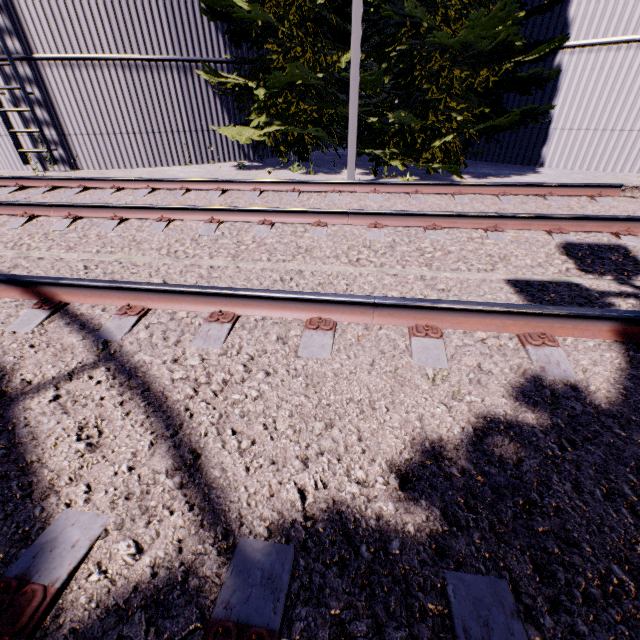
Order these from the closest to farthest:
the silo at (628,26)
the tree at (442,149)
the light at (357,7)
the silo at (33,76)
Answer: the light at (357,7) < the tree at (442,149) < the silo at (628,26) < the silo at (33,76)

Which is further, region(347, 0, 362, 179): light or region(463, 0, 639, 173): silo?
region(463, 0, 639, 173): silo

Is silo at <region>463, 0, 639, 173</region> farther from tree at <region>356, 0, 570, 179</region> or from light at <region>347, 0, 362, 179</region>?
light at <region>347, 0, 362, 179</region>

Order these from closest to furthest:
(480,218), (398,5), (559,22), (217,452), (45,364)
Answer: (217,452) → (45,364) → (480,218) → (398,5) → (559,22)

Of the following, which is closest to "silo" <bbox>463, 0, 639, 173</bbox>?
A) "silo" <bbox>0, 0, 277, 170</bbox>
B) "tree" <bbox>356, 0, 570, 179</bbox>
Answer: "tree" <bbox>356, 0, 570, 179</bbox>

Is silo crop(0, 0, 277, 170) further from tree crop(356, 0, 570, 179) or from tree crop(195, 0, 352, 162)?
tree crop(356, 0, 570, 179)

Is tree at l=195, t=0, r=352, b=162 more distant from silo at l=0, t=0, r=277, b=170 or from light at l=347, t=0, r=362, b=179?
light at l=347, t=0, r=362, b=179

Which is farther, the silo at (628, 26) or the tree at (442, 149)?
the silo at (628, 26)
